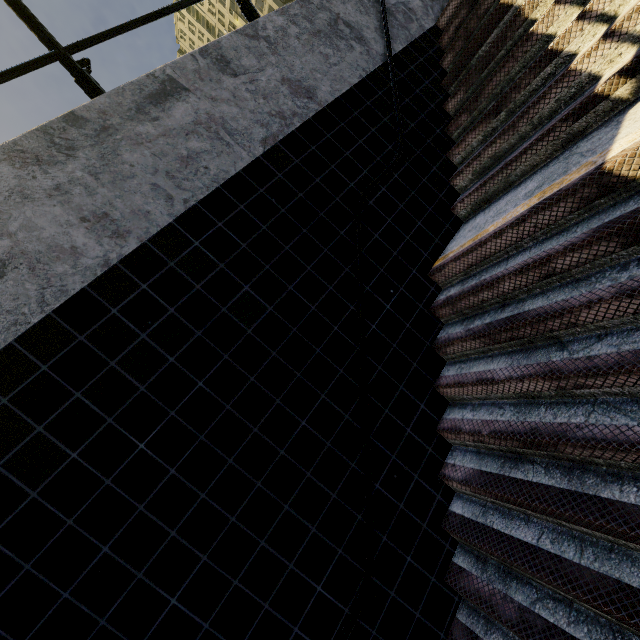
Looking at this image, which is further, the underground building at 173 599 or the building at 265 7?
the building at 265 7

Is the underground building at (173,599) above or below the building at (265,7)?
below

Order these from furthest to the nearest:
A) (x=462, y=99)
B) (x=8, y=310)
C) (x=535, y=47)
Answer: (x=462, y=99) → (x=535, y=47) → (x=8, y=310)

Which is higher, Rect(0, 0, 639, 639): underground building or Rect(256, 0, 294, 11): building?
Rect(256, 0, 294, 11): building

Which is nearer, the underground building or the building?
the underground building
